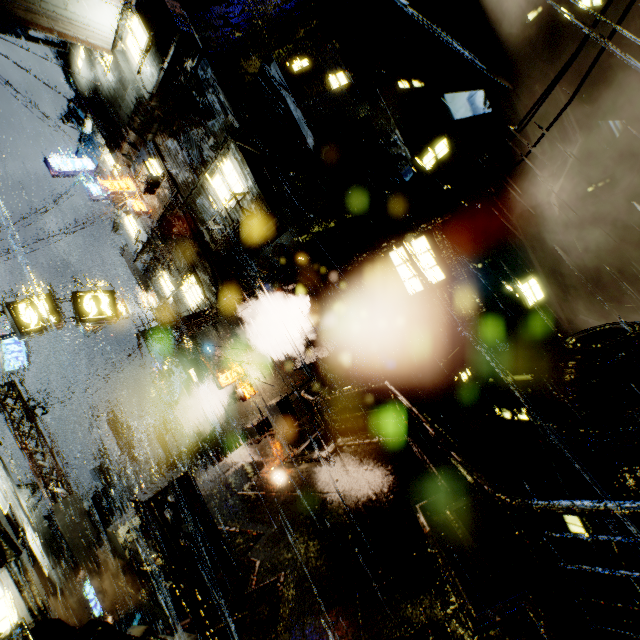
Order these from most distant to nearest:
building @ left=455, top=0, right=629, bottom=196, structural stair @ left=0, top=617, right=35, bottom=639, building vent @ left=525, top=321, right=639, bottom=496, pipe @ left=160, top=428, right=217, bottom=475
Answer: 1. pipe @ left=160, top=428, right=217, bottom=475
2. building @ left=455, top=0, right=629, bottom=196
3. building vent @ left=525, top=321, right=639, bottom=496
4. structural stair @ left=0, top=617, right=35, bottom=639

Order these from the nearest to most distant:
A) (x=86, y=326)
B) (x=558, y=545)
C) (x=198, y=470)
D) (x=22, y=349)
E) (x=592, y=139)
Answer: (x=86, y=326) → (x=558, y=545) → (x=592, y=139) → (x=22, y=349) → (x=198, y=470)

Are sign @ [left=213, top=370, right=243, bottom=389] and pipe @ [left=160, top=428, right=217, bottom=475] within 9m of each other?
yes

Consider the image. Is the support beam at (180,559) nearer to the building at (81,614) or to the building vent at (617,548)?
the building at (81,614)

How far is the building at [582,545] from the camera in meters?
5.1

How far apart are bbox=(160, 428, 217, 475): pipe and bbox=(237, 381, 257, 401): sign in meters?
6.8

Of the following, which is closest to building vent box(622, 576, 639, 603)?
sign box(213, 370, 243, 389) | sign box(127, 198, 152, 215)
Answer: sign box(213, 370, 243, 389)
